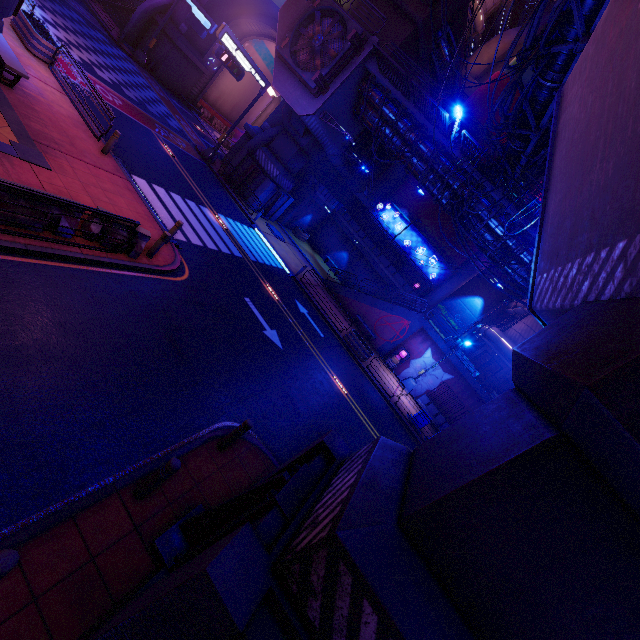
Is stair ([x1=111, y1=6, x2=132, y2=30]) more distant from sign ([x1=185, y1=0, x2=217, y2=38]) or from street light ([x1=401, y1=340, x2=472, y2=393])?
street light ([x1=401, y1=340, x2=472, y2=393])

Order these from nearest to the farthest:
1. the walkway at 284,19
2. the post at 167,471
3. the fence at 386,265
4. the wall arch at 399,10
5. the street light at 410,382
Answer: the post at 167,471 → the walkway at 284,19 → the wall arch at 399,10 → the street light at 410,382 → the fence at 386,265

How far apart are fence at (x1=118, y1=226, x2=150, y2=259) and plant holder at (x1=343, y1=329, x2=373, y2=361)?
14.0 meters

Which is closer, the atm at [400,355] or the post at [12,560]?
the post at [12,560]

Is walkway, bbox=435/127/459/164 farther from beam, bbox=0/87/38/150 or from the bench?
beam, bbox=0/87/38/150

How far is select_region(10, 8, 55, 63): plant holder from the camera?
13.43m

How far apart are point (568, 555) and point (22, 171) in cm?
1328

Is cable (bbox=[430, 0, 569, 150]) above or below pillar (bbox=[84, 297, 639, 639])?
above
